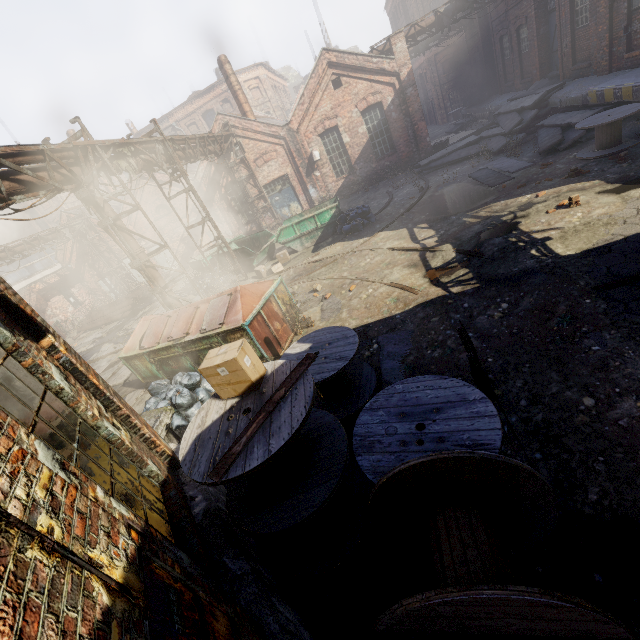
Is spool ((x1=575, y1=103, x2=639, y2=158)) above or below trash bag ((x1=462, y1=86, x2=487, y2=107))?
below

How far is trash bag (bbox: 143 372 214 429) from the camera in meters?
7.1 m

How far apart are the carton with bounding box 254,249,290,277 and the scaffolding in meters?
3.4

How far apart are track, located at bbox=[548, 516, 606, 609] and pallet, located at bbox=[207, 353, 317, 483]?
2.5 meters

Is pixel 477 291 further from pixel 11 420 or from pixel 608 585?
pixel 11 420

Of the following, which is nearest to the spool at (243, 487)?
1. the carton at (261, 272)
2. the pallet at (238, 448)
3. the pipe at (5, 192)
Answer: the pallet at (238, 448)

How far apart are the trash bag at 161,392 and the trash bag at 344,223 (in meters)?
8.56

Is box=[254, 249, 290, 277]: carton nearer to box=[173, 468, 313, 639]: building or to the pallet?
box=[173, 468, 313, 639]: building
